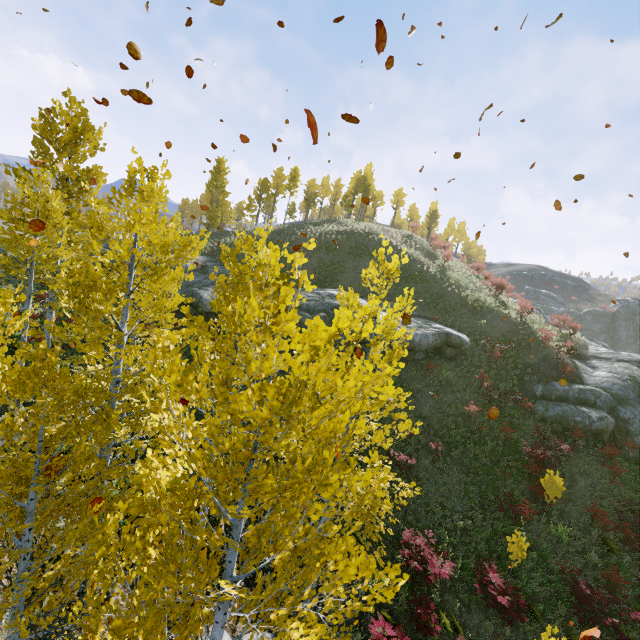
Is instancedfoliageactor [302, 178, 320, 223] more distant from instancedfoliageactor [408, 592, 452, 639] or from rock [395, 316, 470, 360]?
instancedfoliageactor [408, 592, 452, 639]

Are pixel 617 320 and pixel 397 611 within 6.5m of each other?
no

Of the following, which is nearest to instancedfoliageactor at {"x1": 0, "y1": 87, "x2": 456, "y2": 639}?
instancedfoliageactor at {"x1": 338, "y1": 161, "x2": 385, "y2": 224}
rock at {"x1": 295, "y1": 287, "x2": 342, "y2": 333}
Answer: rock at {"x1": 295, "y1": 287, "x2": 342, "y2": 333}

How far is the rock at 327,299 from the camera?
19.0 meters

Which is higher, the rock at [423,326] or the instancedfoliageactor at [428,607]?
the rock at [423,326]

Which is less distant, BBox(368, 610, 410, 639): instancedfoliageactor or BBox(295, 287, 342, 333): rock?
BBox(368, 610, 410, 639): instancedfoliageactor

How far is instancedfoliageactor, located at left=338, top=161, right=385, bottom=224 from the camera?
52.7m
